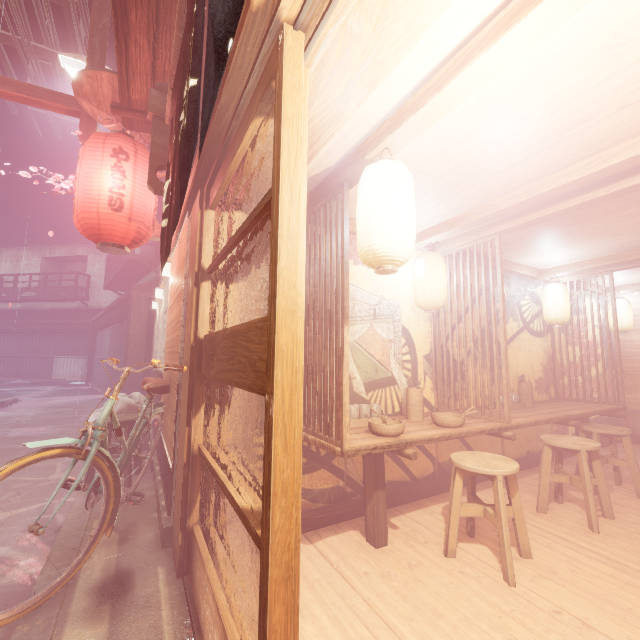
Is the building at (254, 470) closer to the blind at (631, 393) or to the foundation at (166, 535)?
the blind at (631, 393)

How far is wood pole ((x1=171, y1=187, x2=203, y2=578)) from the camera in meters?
4.1 m

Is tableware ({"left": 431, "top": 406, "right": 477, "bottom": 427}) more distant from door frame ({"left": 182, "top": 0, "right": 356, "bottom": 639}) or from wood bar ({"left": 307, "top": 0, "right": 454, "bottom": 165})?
wood bar ({"left": 307, "top": 0, "right": 454, "bottom": 165})

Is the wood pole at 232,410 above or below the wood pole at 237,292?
below

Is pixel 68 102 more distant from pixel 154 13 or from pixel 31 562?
pixel 31 562

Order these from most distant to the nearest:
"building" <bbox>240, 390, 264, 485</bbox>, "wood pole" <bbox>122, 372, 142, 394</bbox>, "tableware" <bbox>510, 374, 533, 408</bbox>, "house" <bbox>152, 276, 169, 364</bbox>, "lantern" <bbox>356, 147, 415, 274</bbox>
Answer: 1. "wood pole" <bbox>122, 372, 142, 394</bbox>
2. "house" <bbox>152, 276, 169, 364</bbox>
3. "tableware" <bbox>510, 374, 533, 408</bbox>
4. "building" <bbox>240, 390, 264, 485</bbox>
5. "lantern" <bbox>356, 147, 415, 274</bbox>

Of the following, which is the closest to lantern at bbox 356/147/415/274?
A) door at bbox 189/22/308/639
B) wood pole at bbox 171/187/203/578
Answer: door at bbox 189/22/308/639

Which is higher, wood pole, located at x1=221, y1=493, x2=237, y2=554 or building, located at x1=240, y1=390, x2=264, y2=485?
building, located at x1=240, y1=390, x2=264, y2=485
